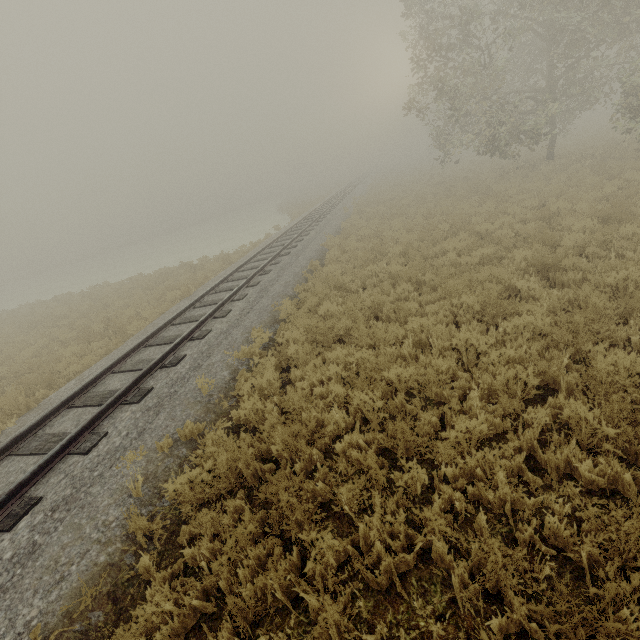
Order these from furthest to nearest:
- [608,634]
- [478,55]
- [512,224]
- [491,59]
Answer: [491,59] → [478,55] → [512,224] → [608,634]
